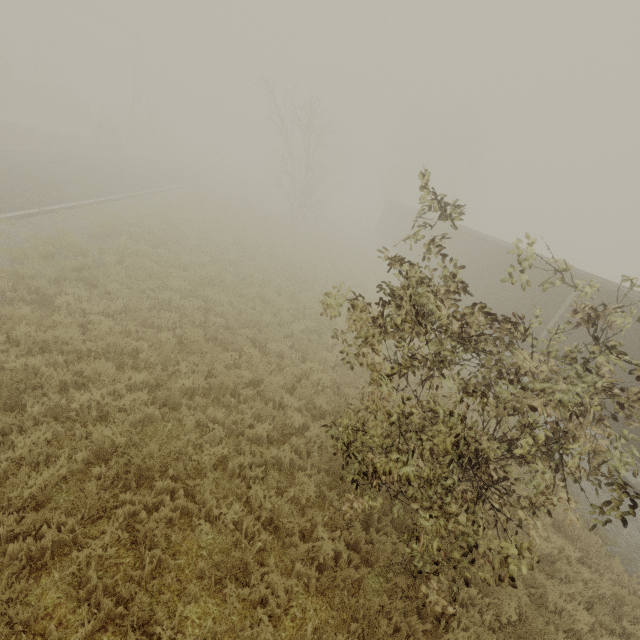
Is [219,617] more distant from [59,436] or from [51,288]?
[51,288]

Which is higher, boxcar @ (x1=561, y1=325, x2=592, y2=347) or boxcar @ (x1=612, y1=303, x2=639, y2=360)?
boxcar @ (x1=612, y1=303, x2=639, y2=360)

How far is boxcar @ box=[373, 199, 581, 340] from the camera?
12.42m

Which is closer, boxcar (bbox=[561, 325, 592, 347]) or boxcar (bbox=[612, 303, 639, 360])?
boxcar (bbox=[612, 303, 639, 360])

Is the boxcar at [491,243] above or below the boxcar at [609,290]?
below

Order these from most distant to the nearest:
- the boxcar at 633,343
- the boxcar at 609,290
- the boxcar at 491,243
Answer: the boxcar at 491,243 → the boxcar at 609,290 → the boxcar at 633,343

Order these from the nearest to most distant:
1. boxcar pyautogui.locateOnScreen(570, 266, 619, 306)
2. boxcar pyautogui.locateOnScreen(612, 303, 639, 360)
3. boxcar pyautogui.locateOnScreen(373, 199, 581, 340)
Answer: boxcar pyautogui.locateOnScreen(612, 303, 639, 360), boxcar pyautogui.locateOnScreen(570, 266, 619, 306), boxcar pyautogui.locateOnScreen(373, 199, 581, 340)
